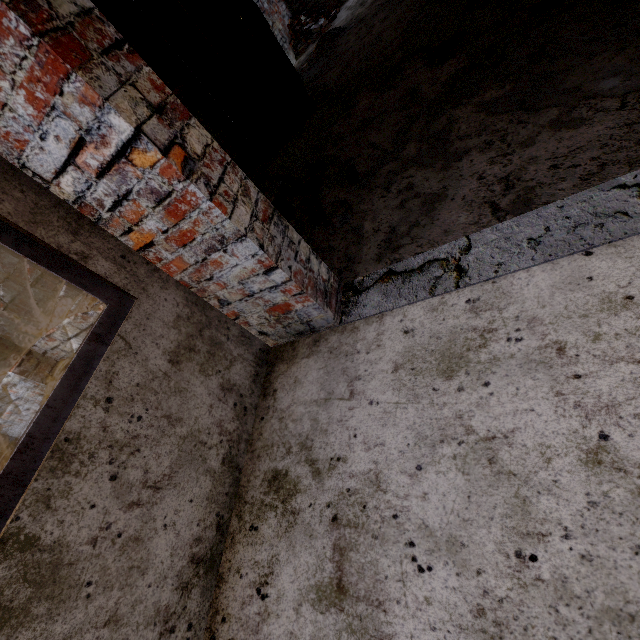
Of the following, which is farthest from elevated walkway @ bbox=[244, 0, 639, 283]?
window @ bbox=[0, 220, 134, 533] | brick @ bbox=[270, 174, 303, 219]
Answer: window @ bbox=[0, 220, 134, 533]

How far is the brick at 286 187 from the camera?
2.9m

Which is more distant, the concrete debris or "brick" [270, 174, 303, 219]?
the concrete debris

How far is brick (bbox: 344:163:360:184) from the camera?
2.43m

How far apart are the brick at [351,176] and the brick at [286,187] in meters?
0.6

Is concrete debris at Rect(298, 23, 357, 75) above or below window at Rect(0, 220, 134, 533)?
below

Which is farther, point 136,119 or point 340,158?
point 340,158

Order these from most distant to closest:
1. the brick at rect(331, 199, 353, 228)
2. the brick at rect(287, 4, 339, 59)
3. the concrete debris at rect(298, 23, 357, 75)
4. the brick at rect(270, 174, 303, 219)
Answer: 1. the brick at rect(287, 4, 339, 59)
2. the concrete debris at rect(298, 23, 357, 75)
3. the brick at rect(270, 174, 303, 219)
4. the brick at rect(331, 199, 353, 228)
